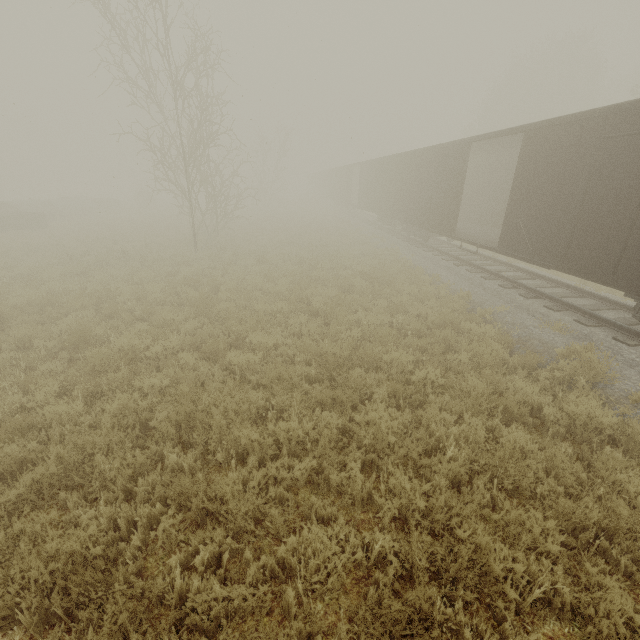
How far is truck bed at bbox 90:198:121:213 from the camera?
34.2 meters

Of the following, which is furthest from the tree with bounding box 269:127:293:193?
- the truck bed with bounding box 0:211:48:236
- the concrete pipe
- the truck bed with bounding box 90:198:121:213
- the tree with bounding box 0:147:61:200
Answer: the tree with bounding box 0:147:61:200

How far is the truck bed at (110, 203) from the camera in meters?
34.2 m

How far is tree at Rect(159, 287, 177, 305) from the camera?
10.1 meters

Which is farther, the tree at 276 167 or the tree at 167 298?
the tree at 276 167

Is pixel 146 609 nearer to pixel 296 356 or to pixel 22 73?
pixel 296 356

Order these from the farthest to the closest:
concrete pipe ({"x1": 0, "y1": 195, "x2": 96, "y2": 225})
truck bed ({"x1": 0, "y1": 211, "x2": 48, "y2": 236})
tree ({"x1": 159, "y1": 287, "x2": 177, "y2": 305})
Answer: concrete pipe ({"x1": 0, "y1": 195, "x2": 96, "y2": 225}) < truck bed ({"x1": 0, "y1": 211, "x2": 48, "y2": 236}) < tree ({"x1": 159, "y1": 287, "x2": 177, "y2": 305})

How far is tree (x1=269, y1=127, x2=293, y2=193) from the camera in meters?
35.7
